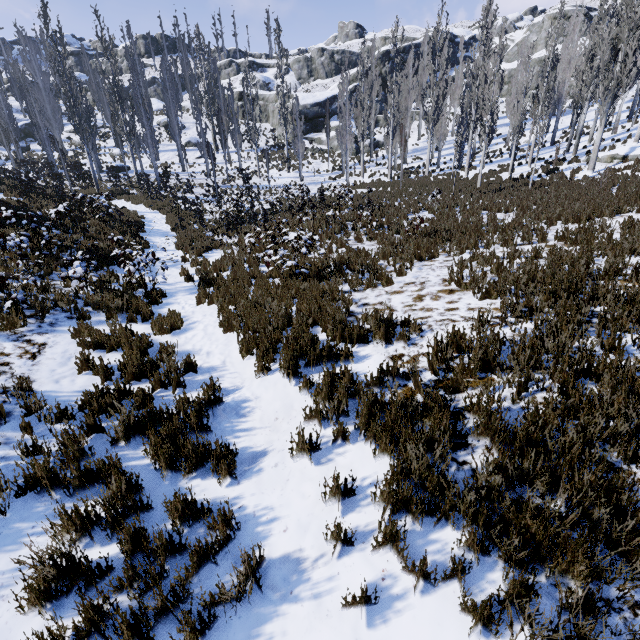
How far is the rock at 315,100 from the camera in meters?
41.8 m

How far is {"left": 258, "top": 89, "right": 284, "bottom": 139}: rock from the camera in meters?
45.7 m

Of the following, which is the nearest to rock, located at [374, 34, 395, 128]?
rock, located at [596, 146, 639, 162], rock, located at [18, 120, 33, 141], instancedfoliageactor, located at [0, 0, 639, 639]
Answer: instancedfoliageactor, located at [0, 0, 639, 639]

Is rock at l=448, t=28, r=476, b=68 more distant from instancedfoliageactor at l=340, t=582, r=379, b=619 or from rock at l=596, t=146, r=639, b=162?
rock at l=596, t=146, r=639, b=162

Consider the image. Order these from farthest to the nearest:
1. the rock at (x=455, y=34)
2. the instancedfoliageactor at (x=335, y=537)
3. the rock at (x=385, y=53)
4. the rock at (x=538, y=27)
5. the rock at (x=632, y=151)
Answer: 1. the rock at (x=455, y=34)
2. the rock at (x=385, y=53)
3. the rock at (x=538, y=27)
4. the rock at (x=632, y=151)
5. the instancedfoliageactor at (x=335, y=537)

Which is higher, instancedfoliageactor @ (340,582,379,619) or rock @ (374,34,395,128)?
rock @ (374,34,395,128)

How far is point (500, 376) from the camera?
3.51m

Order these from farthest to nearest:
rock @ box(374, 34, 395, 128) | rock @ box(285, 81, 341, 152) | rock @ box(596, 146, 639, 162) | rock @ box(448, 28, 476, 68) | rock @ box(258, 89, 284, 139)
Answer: rock @ box(448, 28, 476, 68) → rock @ box(374, 34, 395, 128) → rock @ box(258, 89, 284, 139) → rock @ box(285, 81, 341, 152) → rock @ box(596, 146, 639, 162)
